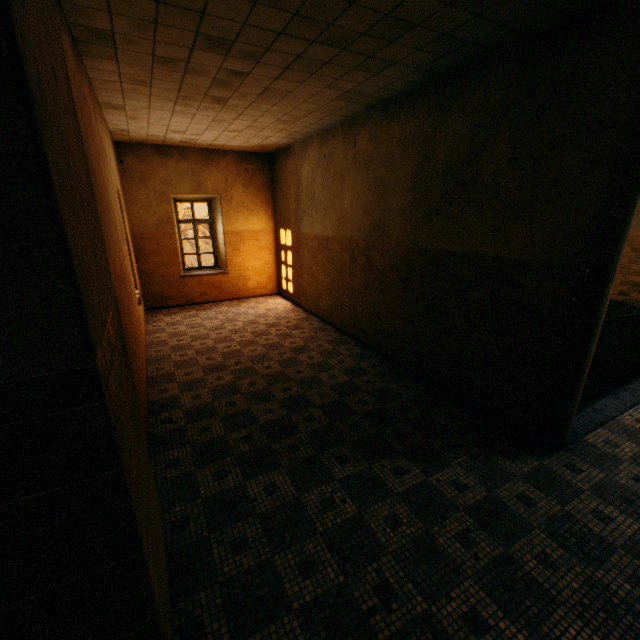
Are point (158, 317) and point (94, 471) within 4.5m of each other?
no
